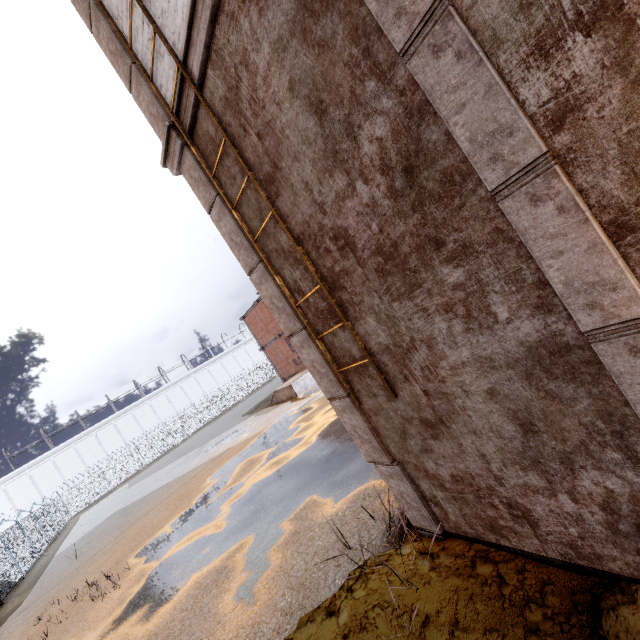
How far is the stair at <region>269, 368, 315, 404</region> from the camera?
20.0m

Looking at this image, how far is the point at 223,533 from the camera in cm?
766

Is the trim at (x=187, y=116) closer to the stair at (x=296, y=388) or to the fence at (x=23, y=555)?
the fence at (x=23, y=555)

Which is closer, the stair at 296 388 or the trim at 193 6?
the trim at 193 6

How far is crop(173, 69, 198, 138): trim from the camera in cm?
346

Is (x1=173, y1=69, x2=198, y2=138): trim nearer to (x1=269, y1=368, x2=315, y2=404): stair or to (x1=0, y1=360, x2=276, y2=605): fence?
(x1=0, y1=360, x2=276, y2=605): fence

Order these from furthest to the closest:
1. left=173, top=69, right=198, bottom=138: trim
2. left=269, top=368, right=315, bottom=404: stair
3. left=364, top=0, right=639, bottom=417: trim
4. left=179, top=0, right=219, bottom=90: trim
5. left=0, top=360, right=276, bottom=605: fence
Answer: left=269, top=368, right=315, bottom=404: stair → left=0, top=360, right=276, bottom=605: fence → left=173, top=69, right=198, bottom=138: trim → left=179, top=0, right=219, bottom=90: trim → left=364, top=0, right=639, bottom=417: trim
